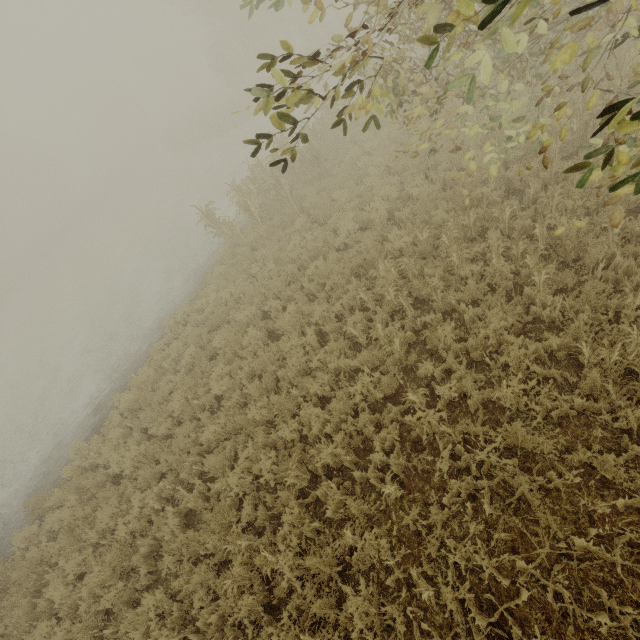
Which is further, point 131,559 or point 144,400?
point 144,400

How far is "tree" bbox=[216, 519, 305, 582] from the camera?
4.5m

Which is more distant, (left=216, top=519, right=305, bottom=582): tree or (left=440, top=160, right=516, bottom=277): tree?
(left=440, top=160, right=516, bottom=277): tree

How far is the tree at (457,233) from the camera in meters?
6.1

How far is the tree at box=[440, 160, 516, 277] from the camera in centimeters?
613cm

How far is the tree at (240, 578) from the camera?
4.5m
